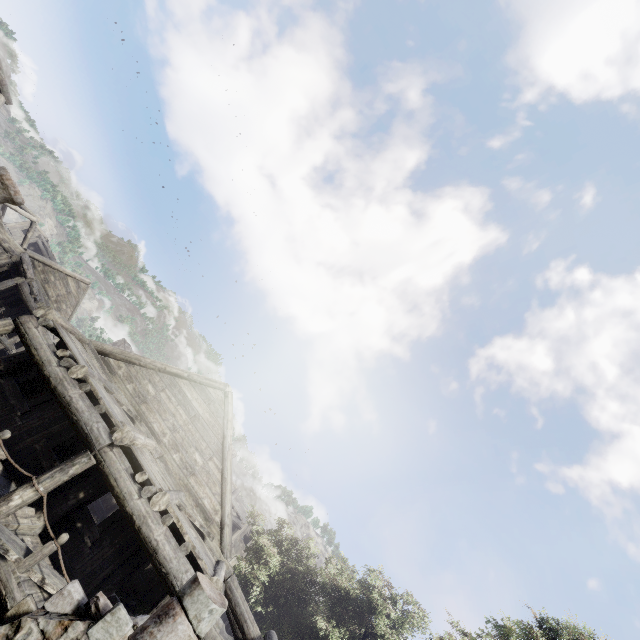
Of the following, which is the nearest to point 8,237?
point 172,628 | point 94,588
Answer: point 94,588

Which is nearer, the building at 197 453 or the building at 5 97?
the building at 197 453

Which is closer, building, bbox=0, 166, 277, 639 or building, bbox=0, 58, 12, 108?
building, bbox=0, 166, 277, 639

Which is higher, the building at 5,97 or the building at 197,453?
the building at 5,97

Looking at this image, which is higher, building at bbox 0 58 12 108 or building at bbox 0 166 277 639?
building at bbox 0 58 12 108
